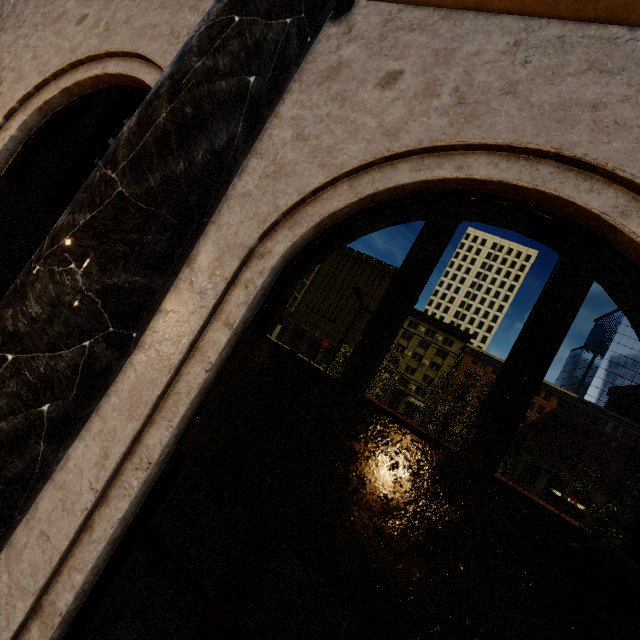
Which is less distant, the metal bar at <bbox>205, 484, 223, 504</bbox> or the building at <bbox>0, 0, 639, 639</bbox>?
the building at <bbox>0, 0, 639, 639</bbox>

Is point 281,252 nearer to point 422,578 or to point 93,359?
point 93,359

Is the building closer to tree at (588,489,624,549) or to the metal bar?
tree at (588,489,624,549)

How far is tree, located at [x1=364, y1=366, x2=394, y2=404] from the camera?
22.89m

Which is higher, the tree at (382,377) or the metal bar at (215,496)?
the tree at (382,377)

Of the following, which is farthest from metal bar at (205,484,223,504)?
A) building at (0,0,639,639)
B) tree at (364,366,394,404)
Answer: tree at (364,366,394,404)

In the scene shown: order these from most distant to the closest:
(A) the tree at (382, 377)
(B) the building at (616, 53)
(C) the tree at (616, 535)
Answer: (A) the tree at (382, 377), (C) the tree at (616, 535), (B) the building at (616, 53)
